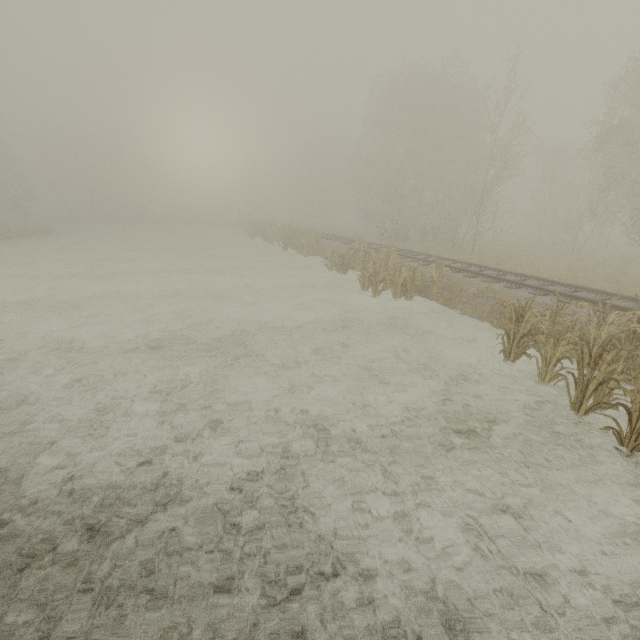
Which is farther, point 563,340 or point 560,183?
point 560,183
